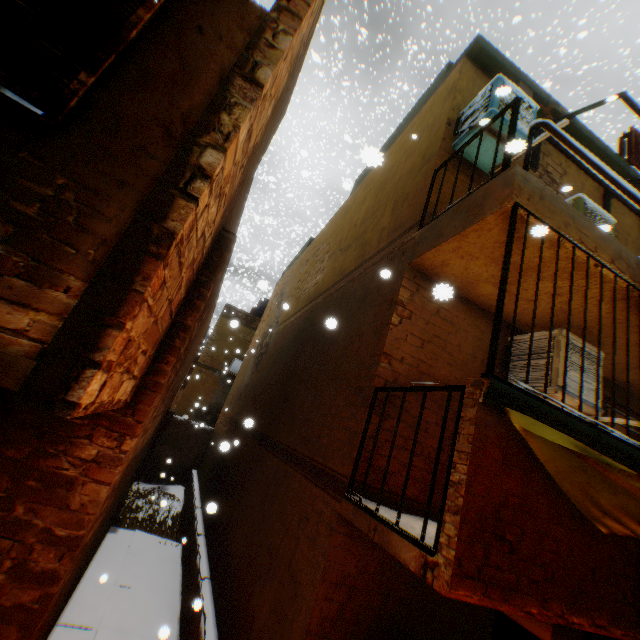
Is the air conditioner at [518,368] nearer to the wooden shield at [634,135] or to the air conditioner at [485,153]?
the air conditioner at [485,153]

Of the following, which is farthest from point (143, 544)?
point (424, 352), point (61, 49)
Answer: point (61, 49)

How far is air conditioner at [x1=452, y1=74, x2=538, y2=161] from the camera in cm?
439

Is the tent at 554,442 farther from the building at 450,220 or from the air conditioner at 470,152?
the air conditioner at 470,152

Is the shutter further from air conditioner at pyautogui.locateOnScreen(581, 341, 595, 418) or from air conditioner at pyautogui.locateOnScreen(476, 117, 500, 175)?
air conditioner at pyautogui.locateOnScreen(581, 341, 595, 418)

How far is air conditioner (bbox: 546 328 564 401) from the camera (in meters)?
3.75

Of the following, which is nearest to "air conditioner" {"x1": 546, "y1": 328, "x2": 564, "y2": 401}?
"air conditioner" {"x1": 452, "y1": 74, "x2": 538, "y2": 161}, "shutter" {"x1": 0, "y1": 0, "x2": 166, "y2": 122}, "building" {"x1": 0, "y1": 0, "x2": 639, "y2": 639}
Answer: "building" {"x1": 0, "y1": 0, "x2": 639, "y2": 639}
